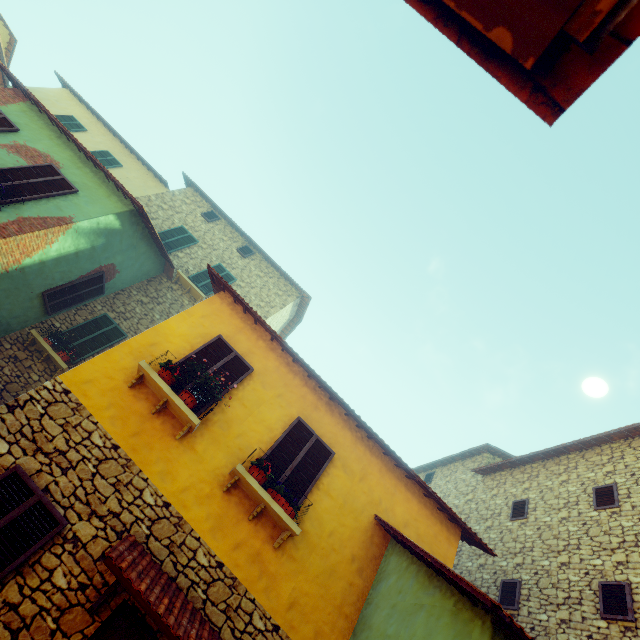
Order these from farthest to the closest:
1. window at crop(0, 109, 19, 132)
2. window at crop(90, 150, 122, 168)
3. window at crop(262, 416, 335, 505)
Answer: window at crop(90, 150, 122, 168) < window at crop(0, 109, 19, 132) < window at crop(262, 416, 335, 505)

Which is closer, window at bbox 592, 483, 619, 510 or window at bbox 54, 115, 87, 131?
window at bbox 592, 483, 619, 510

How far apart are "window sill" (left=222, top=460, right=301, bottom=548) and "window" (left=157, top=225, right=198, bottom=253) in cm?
1025

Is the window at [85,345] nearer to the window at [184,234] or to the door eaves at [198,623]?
the window at [184,234]

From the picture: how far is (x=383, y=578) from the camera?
5.7 meters

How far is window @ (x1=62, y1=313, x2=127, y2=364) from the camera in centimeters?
969cm

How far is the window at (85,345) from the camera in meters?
9.7

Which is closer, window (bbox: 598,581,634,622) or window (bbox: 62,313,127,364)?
window (bbox: 598,581,634,622)
